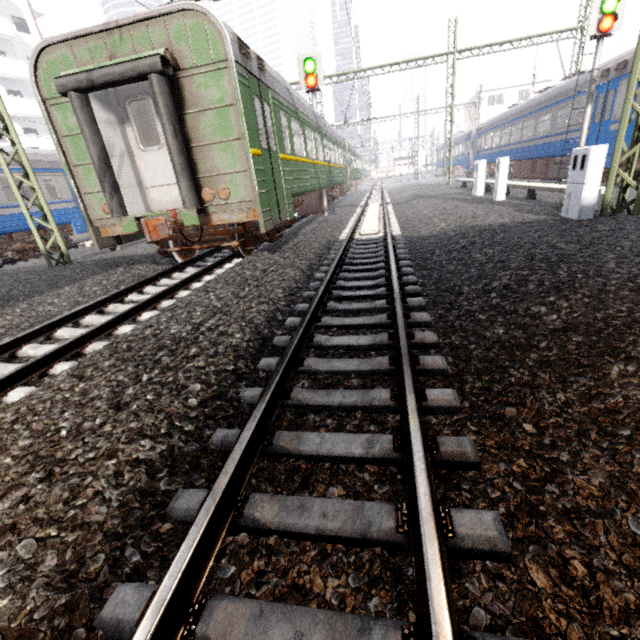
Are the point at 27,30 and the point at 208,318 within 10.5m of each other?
no

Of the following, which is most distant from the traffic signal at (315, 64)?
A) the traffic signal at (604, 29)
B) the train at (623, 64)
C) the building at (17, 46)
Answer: the building at (17, 46)

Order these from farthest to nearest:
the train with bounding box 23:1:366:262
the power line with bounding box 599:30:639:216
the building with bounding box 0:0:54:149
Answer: the building with bounding box 0:0:54:149
the power line with bounding box 599:30:639:216
the train with bounding box 23:1:366:262

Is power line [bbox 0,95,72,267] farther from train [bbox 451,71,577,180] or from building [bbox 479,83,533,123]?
building [bbox 479,83,533,123]

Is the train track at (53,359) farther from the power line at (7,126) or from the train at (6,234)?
the train at (6,234)

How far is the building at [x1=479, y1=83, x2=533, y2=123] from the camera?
45.97m

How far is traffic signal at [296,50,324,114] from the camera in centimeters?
1216cm

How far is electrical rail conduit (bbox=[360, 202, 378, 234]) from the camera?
9.4m
